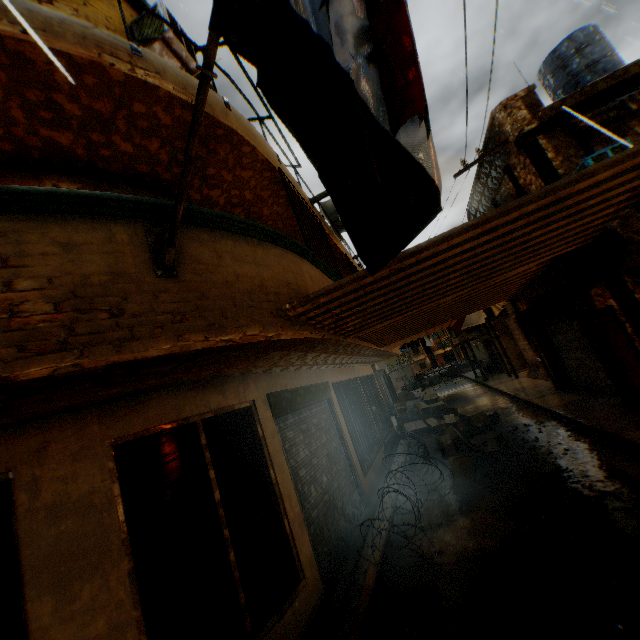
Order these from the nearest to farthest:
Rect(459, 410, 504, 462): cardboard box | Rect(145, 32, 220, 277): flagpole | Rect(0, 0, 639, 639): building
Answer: Rect(145, 32, 220, 277): flagpole → Rect(0, 0, 639, 639): building → Rect(459, 410, 504, 462): cardboard box

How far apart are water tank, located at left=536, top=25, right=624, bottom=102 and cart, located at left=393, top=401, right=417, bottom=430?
10.2m

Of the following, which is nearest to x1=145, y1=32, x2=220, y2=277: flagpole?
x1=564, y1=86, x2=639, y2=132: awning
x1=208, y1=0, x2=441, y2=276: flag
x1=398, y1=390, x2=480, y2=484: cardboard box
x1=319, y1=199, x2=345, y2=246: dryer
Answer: x1=208, y1=0, x2=441, y2=276: flag

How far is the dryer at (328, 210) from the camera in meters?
7.2

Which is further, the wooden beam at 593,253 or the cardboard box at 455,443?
the cardboard box at 455,443

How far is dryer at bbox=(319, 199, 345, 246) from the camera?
7.2m

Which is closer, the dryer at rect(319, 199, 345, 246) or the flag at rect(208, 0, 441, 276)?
the flag at rect(208, 0, 441, 276)

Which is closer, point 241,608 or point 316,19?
point 316,19
